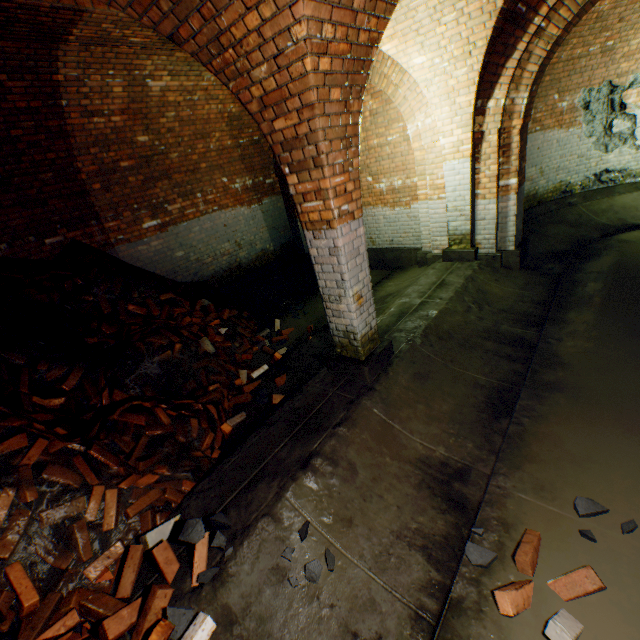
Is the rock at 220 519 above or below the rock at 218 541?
above

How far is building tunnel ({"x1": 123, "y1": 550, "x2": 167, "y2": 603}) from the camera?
2.3m

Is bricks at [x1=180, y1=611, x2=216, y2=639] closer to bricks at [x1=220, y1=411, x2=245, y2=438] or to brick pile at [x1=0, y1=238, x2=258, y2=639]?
brick pile at [x1=0, y1=238, x2=258, y2=639]

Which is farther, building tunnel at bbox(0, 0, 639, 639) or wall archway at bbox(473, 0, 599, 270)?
wall archway at bbox(473, 0, 599, 270)

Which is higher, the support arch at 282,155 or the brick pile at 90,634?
the support arch at 282,155

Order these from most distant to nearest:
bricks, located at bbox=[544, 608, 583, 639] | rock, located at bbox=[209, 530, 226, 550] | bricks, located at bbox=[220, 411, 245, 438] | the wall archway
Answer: the wall archway, bricks, located at bbox=[220, 411, 245, 438], rock, located at bbox=[209, 530, 226, 550], bricks, located at bbox=[544, 608, 583, 639]

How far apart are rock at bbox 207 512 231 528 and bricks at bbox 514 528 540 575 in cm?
197

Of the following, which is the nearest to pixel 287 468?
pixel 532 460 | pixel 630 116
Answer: pixel 532 460
